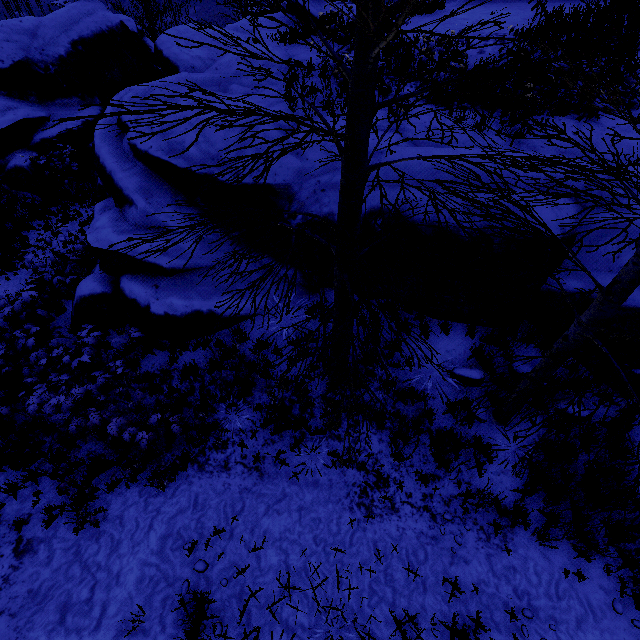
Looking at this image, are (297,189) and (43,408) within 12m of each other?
yes

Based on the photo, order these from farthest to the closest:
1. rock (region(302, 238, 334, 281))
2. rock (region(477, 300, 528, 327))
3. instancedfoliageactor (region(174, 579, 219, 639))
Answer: rock (region(302, 238, 334, 281)) < rock (region(477, 300, 528, 327)) < instancedfoliageactor (region(174, 579, 219, 639))

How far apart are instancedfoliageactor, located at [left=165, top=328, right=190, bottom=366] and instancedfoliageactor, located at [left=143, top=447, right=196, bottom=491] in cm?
188

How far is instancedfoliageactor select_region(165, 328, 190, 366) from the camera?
6.7 meters

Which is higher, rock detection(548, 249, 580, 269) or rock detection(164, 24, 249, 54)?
rock detection(164, 24, 249, 54)

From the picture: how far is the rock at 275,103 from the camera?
7.88m

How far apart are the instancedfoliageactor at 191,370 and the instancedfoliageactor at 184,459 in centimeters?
139cm
